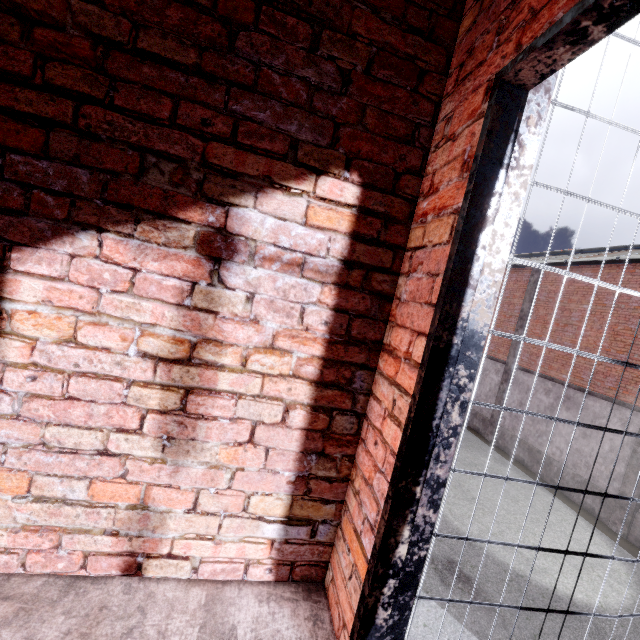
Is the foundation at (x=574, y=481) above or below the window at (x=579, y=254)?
below

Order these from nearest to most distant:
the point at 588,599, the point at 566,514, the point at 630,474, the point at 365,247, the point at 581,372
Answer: the point at 365,247
the point at 588,599
the point at 630,474
the point at 566,514
the point at 581,372

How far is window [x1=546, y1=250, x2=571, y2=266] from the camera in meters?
13.6

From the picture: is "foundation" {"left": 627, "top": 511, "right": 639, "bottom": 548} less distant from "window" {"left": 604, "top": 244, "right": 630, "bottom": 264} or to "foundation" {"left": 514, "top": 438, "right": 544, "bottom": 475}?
"foundation" {"left": 514, "top": 438, "right": 544, "bottom": 475}

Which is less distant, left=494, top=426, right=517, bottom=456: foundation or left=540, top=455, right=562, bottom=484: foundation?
Answer: left=540, top=455, right=562, bottom=484: foundation

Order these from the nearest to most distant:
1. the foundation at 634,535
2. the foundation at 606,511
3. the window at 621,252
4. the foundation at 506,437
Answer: the foundation at 634,535 < the foundation at 606,511 < the window at 621,252 < the foundation at 506,437

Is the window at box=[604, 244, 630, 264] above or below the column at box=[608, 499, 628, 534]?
above

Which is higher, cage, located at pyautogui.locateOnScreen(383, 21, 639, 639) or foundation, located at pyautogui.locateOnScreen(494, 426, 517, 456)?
cage, located at pyautogui.locateOnScreen(383, 21, 639, 639)
